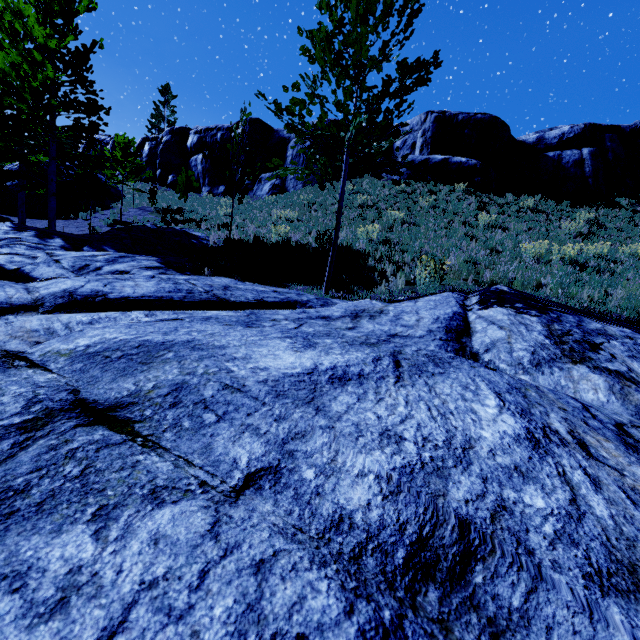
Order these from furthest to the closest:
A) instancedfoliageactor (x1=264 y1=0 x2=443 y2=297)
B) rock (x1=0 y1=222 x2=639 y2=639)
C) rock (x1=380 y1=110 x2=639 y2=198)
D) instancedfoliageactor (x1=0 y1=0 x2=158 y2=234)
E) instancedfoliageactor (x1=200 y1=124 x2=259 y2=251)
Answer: rock (x1=380 y1=110 x2=639 y2=198), instancedfoliageactor (x1=0 y1=0 x2=158 y2=234), instancedfoliageactor (x1=200 y1=124 x2=259 y2=251), instancedfoliageactor (x1=264 y1=0 x2=443 y2=297), rock (x1=0 y1=222 x2=639 y2=639)

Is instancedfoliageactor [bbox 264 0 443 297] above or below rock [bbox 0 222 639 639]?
above

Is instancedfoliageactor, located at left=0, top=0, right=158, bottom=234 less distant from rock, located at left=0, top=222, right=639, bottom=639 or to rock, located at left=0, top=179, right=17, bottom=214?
rock, located at left=0, top=222, right=639, bottom=639

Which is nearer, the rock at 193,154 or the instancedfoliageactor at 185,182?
the instancedfoliageactor at 185,182

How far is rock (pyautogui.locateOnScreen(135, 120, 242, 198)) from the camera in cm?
3000

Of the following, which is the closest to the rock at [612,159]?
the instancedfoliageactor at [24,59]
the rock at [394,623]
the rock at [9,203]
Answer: the rock at [9,203]

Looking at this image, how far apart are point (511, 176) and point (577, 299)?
19.60m

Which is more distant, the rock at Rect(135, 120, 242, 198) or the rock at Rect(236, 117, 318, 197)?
the rock at Rect(135, 120, 242, 198)
